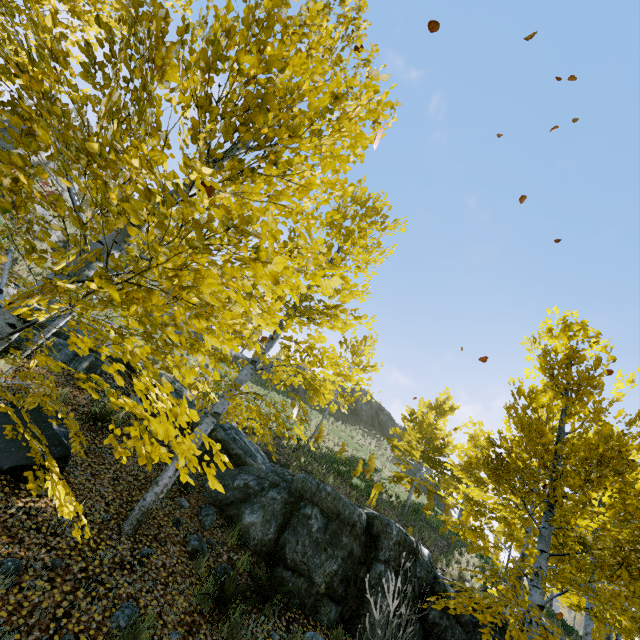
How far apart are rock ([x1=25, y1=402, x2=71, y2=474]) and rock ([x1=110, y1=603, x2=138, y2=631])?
2.34m

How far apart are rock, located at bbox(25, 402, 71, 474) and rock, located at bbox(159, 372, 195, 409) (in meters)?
3.66

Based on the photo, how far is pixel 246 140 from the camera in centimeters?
269cm

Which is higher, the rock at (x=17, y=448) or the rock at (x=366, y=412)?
the rock at (x=366, y=412)

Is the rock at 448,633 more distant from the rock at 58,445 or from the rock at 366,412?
the rock at 366,412

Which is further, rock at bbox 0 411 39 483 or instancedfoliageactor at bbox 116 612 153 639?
rock at bbox 0 411 39 483

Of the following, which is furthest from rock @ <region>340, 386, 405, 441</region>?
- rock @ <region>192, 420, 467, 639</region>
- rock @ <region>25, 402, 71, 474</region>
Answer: rock @ <region>25, 402, 71, 474</region>

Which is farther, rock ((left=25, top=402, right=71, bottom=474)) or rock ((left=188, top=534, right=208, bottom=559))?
rock ((left=188, top=534, right=208, bottom=559))
